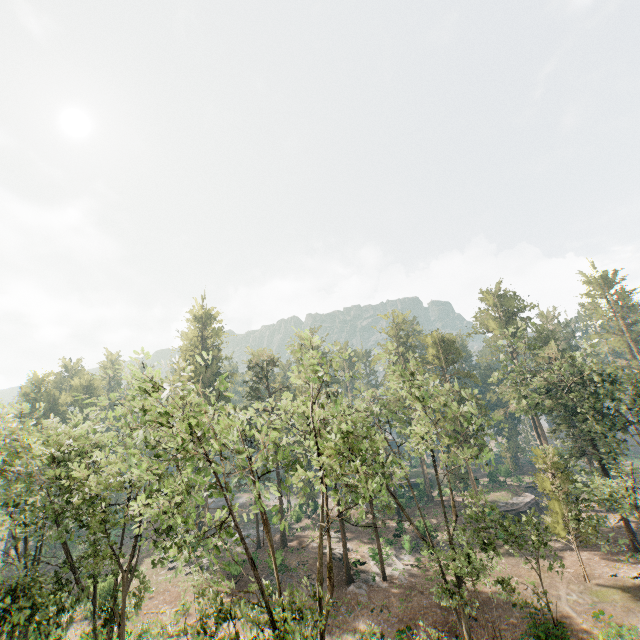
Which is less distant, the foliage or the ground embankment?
the foliage

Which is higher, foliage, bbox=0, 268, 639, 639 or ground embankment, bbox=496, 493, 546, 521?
foliage, bbox=0, 268, 639, 639

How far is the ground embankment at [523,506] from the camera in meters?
43.4 m

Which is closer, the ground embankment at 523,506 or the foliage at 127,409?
the foliage at 127,409

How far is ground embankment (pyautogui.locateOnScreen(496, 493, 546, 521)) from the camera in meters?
43.4 m

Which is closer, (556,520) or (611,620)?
(611,620)
